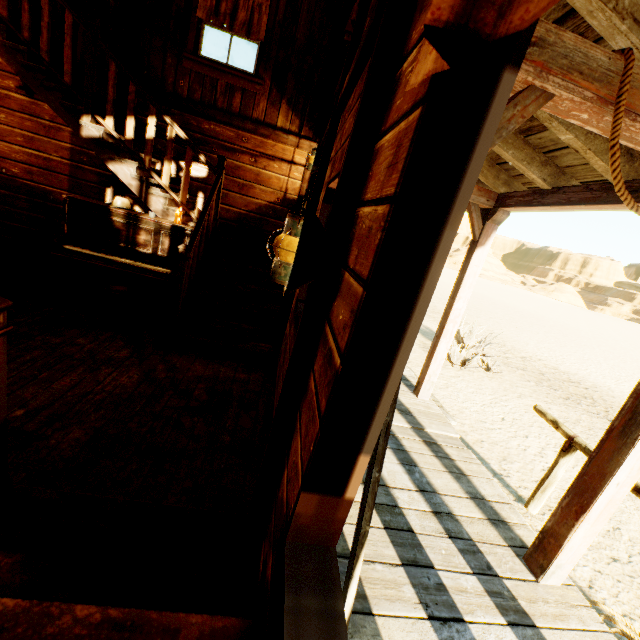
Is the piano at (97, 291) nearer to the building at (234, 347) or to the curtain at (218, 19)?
the building at (234, 347)

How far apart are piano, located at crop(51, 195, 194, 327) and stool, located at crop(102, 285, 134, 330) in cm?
26

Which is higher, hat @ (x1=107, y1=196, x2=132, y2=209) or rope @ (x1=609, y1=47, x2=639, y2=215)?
rope @ (x1=609, y1=47, x2=639, y2=215)

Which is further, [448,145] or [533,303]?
[533,303]

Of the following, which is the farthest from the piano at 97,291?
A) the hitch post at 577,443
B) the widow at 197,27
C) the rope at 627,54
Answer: the hitch post at 577,443

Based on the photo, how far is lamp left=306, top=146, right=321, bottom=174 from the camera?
5.0 meters

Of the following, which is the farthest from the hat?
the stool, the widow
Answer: the widow

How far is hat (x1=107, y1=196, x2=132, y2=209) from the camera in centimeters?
413cm
